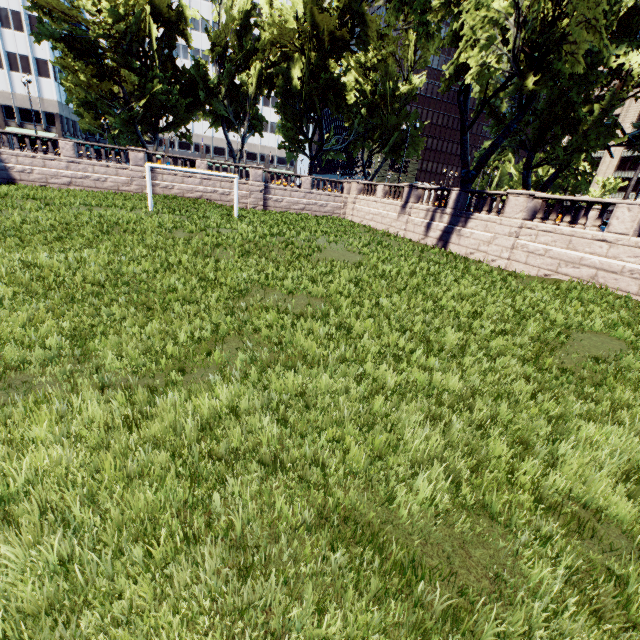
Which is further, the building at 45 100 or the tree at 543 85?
the building at 45 100

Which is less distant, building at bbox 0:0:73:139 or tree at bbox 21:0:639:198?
tree at bbox 21:0:639:198

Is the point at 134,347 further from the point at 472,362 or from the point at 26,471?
the point at 472,362
